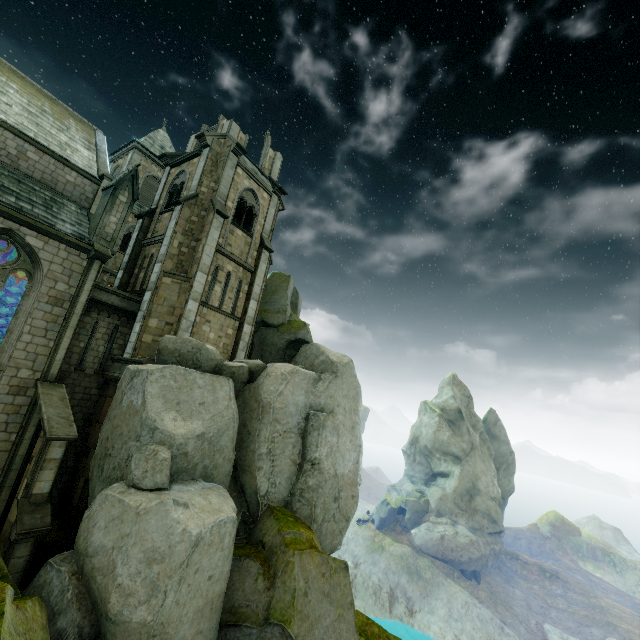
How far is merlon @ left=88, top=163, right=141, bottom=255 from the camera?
15.58m

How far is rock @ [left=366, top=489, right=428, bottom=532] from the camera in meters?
48.1

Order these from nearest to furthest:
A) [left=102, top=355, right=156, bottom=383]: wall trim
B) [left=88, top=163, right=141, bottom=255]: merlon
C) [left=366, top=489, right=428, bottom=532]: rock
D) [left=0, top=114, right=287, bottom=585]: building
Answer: [left=0, top=114, right=287, bottom=585]: building < [left=102, top=355, right=156, bottom=383]: wall trim < [left=88, top=163, right=141, bottom=255]: merlon < [left=366, top=489, right=428, bottom=532]: rock

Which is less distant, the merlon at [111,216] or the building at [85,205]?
the building at [85,205]

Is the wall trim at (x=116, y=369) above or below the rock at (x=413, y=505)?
above

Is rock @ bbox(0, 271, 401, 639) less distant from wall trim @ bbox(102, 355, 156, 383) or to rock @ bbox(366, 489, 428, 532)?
wall trim @ bbox(102, 355, 156, 383)

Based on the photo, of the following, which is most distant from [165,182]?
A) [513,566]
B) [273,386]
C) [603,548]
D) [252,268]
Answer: [603,548]

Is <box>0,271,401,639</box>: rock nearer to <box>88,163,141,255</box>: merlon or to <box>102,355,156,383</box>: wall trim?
<box>102,355,156,383</box>: wall trim
